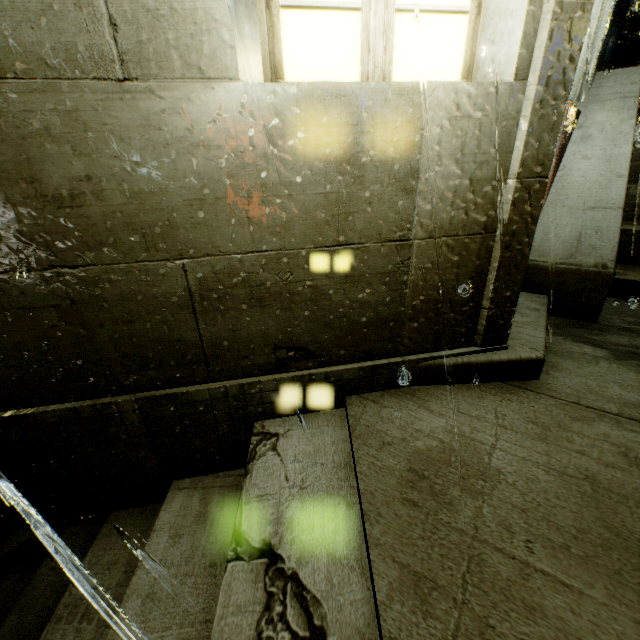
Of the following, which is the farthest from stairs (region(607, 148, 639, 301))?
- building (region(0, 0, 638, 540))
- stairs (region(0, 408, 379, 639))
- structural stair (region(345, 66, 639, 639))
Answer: stairs (region(0, 408, 379, 639))

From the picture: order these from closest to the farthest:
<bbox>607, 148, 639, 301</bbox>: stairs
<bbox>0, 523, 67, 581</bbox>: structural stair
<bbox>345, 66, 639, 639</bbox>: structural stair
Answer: <bbox>345, 66, 639, 639</bbox>: structural stair
<bbox>0, 523, 67, 581</bbox>: structural stair
<bbox>607, 148, 639, 301</bbox>: stairs

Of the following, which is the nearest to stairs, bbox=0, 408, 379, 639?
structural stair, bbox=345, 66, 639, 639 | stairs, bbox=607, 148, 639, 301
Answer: structural stair, bbox=345, 66, 639, 639

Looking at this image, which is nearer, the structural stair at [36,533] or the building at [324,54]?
the building at [324,54]

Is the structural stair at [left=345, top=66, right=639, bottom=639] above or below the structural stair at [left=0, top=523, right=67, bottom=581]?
above

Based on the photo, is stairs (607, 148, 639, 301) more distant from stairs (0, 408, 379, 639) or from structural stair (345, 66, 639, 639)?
stairs (0, 408, 379, 639)

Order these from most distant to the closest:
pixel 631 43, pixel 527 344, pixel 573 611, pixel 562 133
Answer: pixel 631 43
pixel 562 133
pixel 527 344
pixel 573 611

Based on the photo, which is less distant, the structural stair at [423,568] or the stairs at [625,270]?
the structural stair at [423,568]
